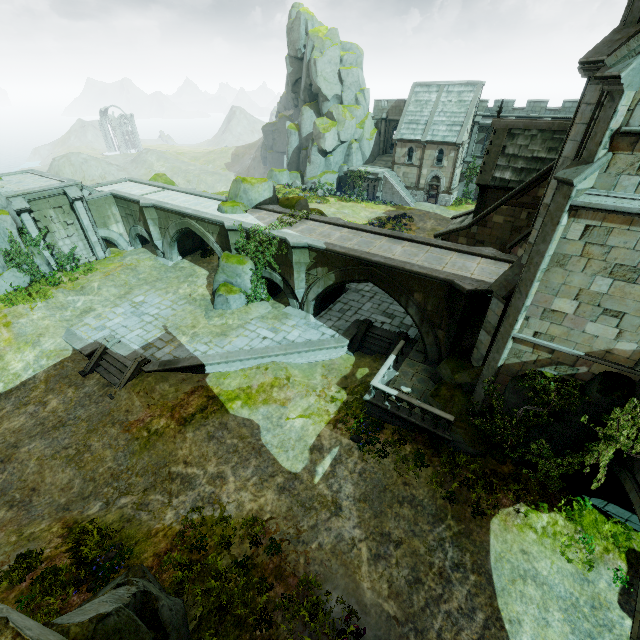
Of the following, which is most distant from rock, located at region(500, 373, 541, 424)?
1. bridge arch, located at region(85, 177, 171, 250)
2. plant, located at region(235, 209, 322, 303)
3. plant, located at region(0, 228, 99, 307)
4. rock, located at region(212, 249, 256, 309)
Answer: Answer: bridge arch, located at region(85, 177, 171, 250)

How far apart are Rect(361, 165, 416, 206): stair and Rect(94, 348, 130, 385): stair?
38.3m

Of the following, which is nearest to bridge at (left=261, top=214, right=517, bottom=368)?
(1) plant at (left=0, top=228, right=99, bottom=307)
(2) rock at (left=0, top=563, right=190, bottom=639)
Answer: (1) plant at (left=0, top=228, right=99, bottom=307)

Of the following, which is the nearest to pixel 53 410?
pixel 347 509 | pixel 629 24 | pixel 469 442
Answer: pixel 347 509

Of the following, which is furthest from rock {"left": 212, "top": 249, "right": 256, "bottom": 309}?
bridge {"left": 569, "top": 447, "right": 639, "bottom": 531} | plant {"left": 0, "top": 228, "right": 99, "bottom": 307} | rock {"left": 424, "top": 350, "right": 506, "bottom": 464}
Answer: bridge {"left": 569, "top": 447, "right": 639, "bottom": 531}

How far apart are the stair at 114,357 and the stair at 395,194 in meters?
38.3

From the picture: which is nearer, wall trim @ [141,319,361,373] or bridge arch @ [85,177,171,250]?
wall trim @ [141,319,361,373]

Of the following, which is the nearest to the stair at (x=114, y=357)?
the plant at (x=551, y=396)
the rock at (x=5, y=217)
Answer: the rock at (x=5, y=217)
